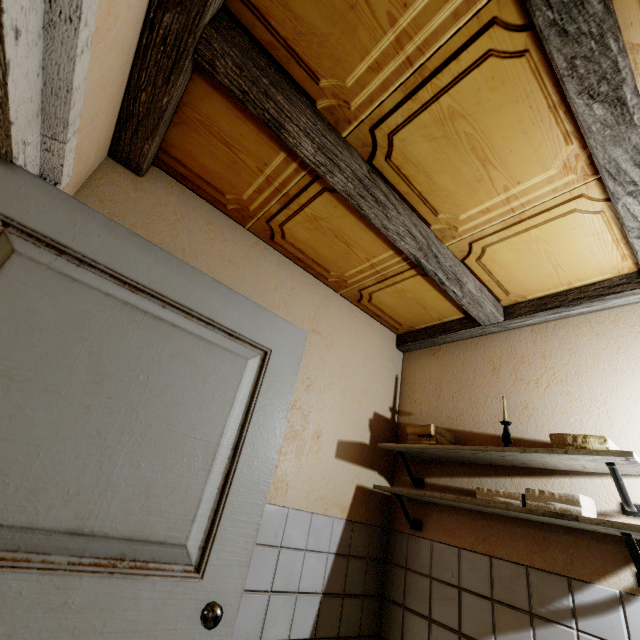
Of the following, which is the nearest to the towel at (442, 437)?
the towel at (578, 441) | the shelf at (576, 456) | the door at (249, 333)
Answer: the shelf at (576, 456)

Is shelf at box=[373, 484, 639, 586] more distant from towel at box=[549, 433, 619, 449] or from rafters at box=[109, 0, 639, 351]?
rafters at box=[109, 0, 639, 351]

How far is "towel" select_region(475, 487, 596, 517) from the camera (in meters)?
1.35

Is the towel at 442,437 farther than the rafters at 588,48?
Yes

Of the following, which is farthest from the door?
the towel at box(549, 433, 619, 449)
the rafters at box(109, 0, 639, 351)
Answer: the towel at box(549, 433, 619, 449)

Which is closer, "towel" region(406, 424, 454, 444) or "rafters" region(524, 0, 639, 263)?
"rafters" region(524, 0, 639, 263)

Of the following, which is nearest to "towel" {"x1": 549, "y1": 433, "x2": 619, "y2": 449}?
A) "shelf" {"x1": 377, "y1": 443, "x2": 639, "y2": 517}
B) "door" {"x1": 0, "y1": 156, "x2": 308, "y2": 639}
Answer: "shelf" {"x1": 377, "y1": 443, "x2": 639, "y2": 517}

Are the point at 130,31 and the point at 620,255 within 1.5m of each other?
no
